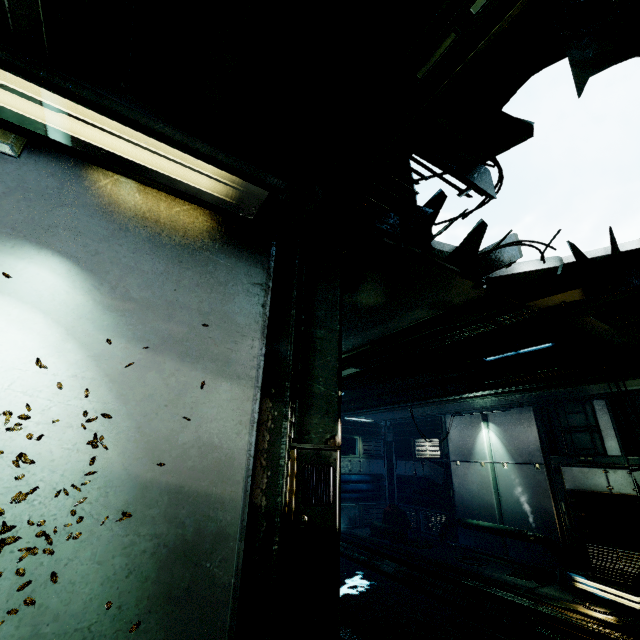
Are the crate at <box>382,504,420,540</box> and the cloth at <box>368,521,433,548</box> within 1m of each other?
yes

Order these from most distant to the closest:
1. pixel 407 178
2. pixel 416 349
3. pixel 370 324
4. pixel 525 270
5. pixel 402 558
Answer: pixel 402 558, pixel 416 349, pixel 370 324, pixel 525 270, pixel 407 178

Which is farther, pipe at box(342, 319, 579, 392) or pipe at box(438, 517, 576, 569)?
pipe at box(438, 517, 576, 569)

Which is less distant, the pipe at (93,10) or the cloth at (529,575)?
the pipe at (93,10)

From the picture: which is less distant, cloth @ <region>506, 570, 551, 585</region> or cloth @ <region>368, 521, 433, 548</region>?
cloth @ <region>506, 570, 551, 585</region>

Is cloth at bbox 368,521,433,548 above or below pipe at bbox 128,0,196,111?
below

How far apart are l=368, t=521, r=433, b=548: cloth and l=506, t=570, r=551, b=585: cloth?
2.56m

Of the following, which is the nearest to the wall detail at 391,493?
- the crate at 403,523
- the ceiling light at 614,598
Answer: the crate at 403,523
